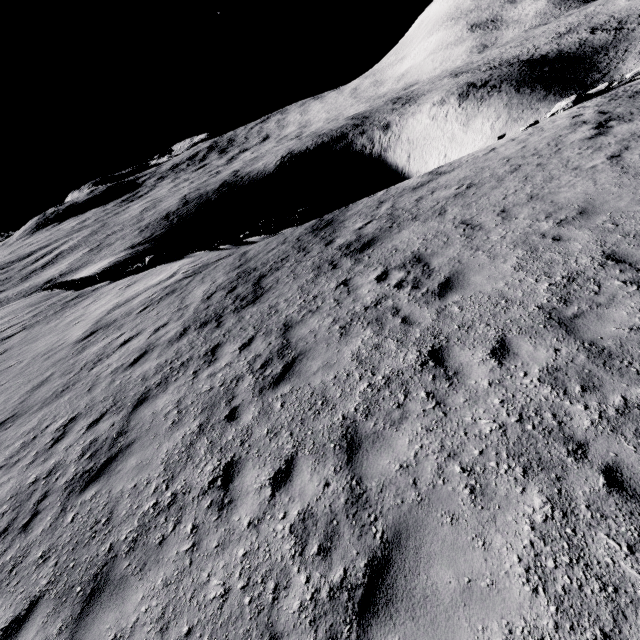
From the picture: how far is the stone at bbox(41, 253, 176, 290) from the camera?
21.17m

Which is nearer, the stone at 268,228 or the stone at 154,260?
the stone at 268,228

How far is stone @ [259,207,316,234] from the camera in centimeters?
1859cm

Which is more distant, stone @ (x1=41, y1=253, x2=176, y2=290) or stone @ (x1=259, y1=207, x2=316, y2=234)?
stone @ (x1=41, y1=253, x2=176, y2=290)

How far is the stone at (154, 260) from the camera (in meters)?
21.17

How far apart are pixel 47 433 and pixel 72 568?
4.83m

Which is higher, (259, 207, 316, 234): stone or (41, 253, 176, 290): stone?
(41, 253, 176, 290): stone
